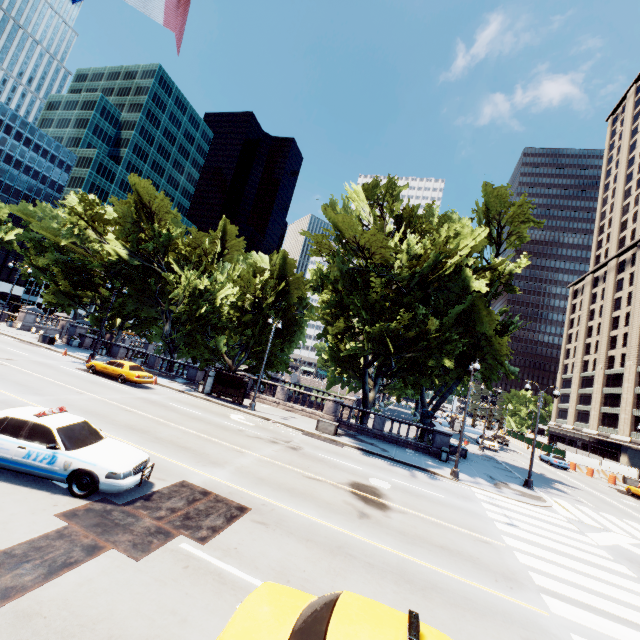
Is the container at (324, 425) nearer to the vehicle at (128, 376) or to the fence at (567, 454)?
the vehicle at (128, 376)

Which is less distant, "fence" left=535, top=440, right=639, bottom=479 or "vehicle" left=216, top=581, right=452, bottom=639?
"vehicle" left=216, top=581, right=452, bottom=639

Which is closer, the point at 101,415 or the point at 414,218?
the point at 101,415

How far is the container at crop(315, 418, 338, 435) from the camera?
23.2m

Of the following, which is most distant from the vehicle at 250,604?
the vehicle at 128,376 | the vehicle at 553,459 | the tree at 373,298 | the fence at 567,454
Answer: the fence at 567,454

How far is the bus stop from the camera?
26.0m

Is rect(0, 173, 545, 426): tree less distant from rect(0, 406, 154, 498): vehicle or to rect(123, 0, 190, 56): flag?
rect(0, 406, 154, 498): vehicle

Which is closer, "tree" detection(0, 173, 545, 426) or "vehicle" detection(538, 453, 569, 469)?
"tree" detection(0, 173, 545, 426)
